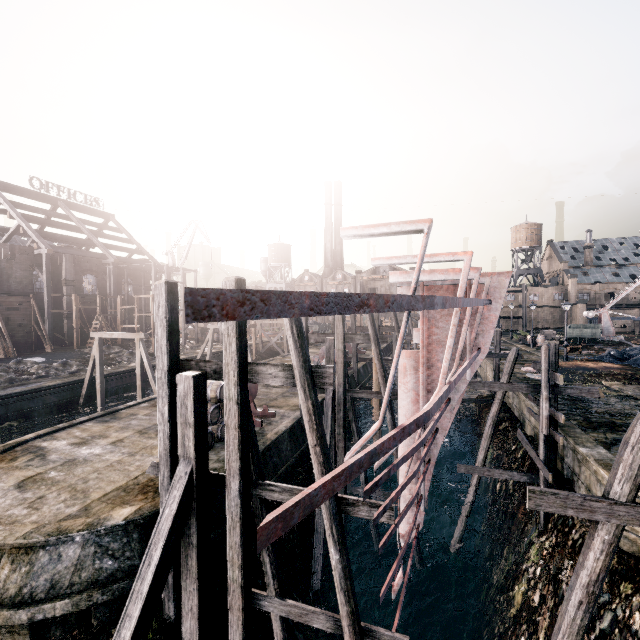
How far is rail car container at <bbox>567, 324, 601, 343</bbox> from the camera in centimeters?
4134cm

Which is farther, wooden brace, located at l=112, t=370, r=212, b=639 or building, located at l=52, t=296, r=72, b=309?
building, located at l=52, t=296, r=72, b=309

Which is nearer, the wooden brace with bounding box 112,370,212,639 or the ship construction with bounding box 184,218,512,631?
the ship construction with bounding box 184,218,512,631

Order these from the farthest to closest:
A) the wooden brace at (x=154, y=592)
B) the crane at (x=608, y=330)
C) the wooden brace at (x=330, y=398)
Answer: the crane at (x=608, y=330)
the wooden brace at (x=330, y=398)
the wooden brace at (x=154, y=592)

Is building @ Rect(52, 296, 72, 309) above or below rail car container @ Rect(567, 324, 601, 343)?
above

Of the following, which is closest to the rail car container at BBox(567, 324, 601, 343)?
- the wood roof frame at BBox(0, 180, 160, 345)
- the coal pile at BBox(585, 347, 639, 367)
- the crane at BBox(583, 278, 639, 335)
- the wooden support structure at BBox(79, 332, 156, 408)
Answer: the crane at BBox(583, 278, 639, 335)

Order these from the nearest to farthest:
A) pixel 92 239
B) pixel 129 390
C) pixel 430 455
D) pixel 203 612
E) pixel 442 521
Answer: pixel 203 612 < pixel 430 455 < pixel 442 521 < pixel 129 390 < pixel 92 239

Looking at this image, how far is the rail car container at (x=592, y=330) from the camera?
41.3m
